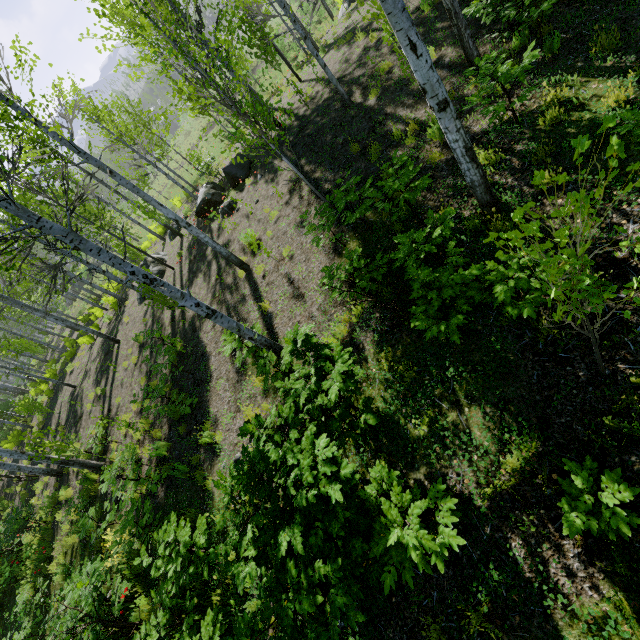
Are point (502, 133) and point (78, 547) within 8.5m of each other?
no

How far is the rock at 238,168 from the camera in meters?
13.3

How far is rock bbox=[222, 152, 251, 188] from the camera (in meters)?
13.28
